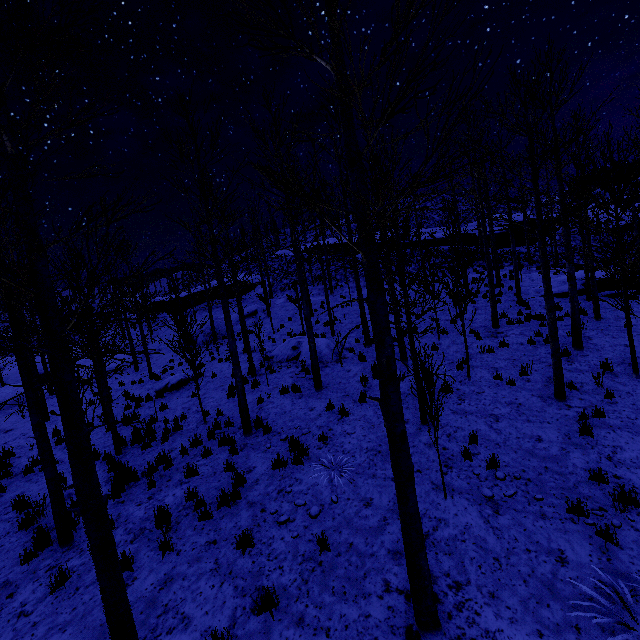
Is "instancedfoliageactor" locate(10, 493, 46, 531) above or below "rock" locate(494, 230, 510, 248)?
below

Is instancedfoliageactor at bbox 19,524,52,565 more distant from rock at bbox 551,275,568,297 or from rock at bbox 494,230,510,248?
rock at bbox 494,230,510,248

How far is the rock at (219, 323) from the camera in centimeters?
2416cm

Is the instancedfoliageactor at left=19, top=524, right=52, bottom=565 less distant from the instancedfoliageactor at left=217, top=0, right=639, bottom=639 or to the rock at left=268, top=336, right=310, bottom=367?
the instancedfoliageactor at left=217, top=0, right=639, bottom=639

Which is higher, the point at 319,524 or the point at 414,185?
the point at 414,185

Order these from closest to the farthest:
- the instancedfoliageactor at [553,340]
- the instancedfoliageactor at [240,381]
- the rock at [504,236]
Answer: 1. the instancedfoliageactor at [553,340]
2. the instancedfoliageactor at [240,381]
3. the rock at [504,236]

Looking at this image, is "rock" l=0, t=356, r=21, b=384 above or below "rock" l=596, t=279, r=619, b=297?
below

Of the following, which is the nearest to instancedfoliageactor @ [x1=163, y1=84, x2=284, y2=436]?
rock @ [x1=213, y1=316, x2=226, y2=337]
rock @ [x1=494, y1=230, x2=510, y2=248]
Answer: rock @ [x1=213, y1=316, x2=226, y2=337]
